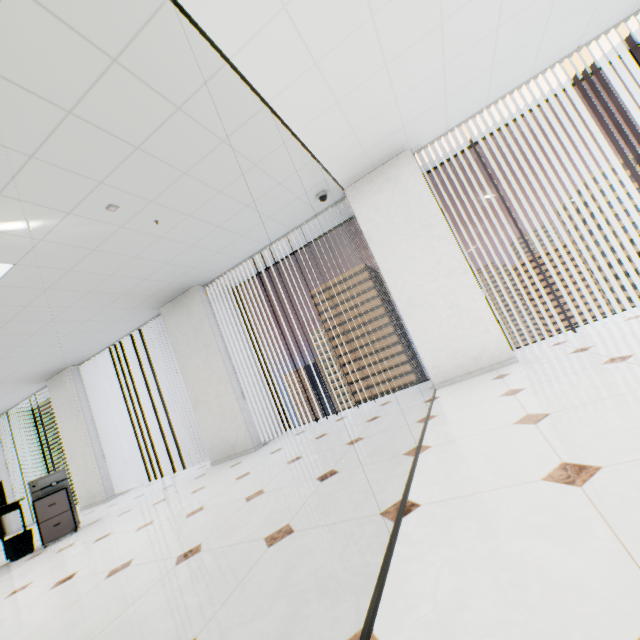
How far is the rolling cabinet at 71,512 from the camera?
4.4 meters

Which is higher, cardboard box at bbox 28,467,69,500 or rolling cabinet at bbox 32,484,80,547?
cardboard box at bbox 28,467,69,500

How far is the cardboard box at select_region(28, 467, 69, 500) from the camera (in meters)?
4.62

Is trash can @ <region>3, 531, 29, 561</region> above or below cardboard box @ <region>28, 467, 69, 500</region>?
below

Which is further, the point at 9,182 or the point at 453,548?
the point at 9,182

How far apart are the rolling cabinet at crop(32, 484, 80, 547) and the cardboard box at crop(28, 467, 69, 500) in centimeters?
1cm

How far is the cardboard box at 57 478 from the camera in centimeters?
462cm

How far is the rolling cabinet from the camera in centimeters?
443cm
